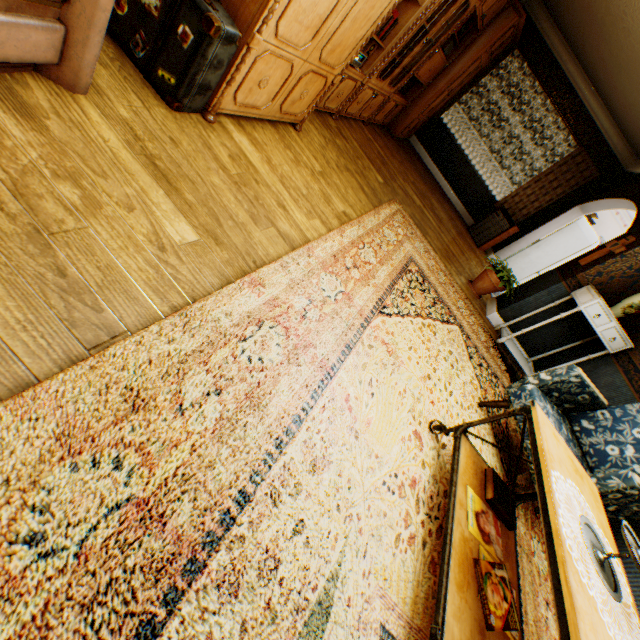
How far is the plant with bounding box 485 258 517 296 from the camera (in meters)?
4.94

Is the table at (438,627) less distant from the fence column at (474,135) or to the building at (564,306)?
the building at (564,306)

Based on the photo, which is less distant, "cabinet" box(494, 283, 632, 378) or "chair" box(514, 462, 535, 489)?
"chair" box(514, 462, 535, 489)

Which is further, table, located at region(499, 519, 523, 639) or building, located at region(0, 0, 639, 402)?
table, located at region(499, 519, 523, 639)

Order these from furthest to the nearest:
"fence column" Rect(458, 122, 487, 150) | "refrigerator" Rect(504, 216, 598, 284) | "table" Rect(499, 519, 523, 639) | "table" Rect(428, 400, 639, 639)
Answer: "fence column" Rect(458, 122, 487, 150) → "refrigerator" Rect(504, 216, 598, 284) → "table" Rect(499, 519, 523, 639) → "table" Rect(428, 400, 639, 639)

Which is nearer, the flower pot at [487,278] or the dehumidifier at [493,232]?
the flower pot at [487,278]

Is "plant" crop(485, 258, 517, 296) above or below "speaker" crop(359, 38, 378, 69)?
below

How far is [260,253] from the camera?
2.0 meters
